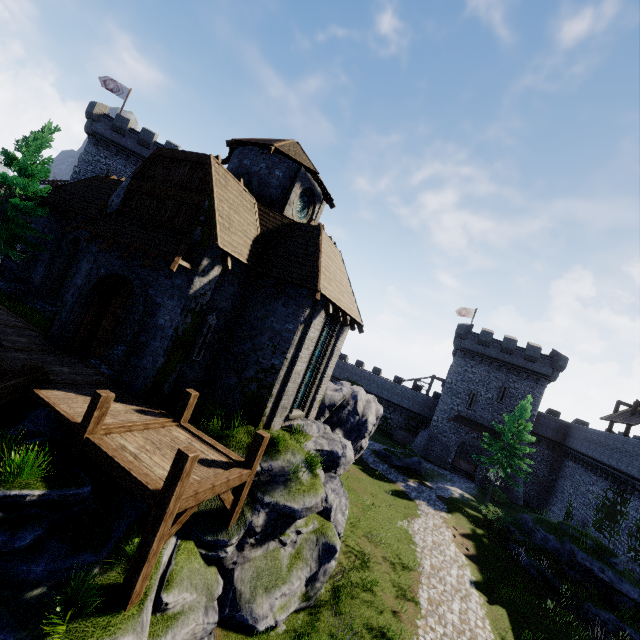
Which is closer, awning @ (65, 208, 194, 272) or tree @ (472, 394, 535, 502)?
awning @ (65, 208, 194, 272)

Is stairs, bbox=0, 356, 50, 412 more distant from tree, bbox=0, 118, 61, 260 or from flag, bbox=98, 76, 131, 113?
flag, bbox=98, 76, 131, 113

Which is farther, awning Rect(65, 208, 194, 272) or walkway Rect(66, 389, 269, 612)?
awning Rect(65, 208, 194, 272)

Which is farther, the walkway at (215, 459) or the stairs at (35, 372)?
the stairs at (35, 372)

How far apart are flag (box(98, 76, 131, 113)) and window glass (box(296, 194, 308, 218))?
32.2 meters

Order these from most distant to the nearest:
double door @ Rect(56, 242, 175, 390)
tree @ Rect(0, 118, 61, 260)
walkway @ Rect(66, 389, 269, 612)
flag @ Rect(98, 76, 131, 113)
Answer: flag @ Rect(98, 76, 131, 113) < tree @ Rect(0, 118, 61, 260) < double door @ Rect(56, 242, 175, 390) < walkway @ Rect(66, 389, 269, 612)

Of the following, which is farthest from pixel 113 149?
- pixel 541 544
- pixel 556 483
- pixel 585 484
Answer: pixel 556 483

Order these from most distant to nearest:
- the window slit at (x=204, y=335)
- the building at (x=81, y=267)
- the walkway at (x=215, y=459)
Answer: the building at (x=81, y=267), the window slit at (x=204, y=335), the walkway at (x=215, y=459)
